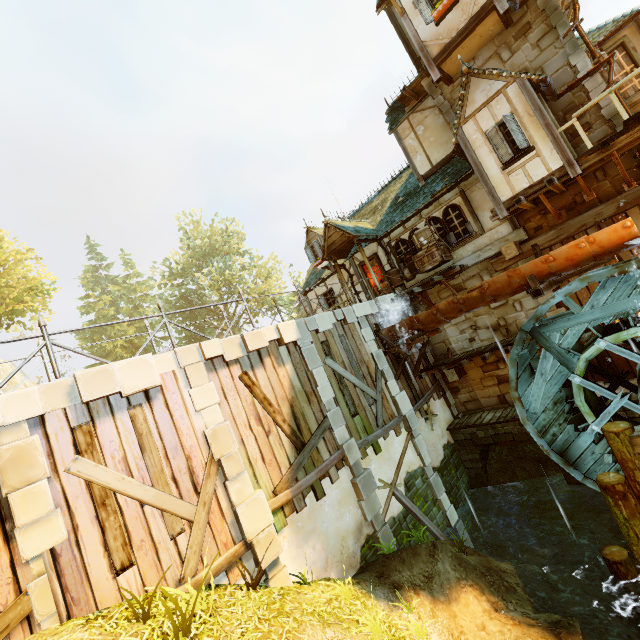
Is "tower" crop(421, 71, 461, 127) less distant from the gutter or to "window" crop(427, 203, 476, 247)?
the gutter

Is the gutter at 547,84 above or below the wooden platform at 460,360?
above

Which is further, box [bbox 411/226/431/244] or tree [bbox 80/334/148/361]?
tree [bbox 80/334/148/361]

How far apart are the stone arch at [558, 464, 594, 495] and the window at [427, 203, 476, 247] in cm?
687

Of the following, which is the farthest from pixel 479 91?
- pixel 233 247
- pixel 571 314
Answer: pixel 233 247

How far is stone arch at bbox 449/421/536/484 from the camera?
11.7 meters

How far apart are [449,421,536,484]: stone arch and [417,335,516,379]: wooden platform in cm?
246

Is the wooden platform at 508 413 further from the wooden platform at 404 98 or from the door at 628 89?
the wooden platform at 404 98
